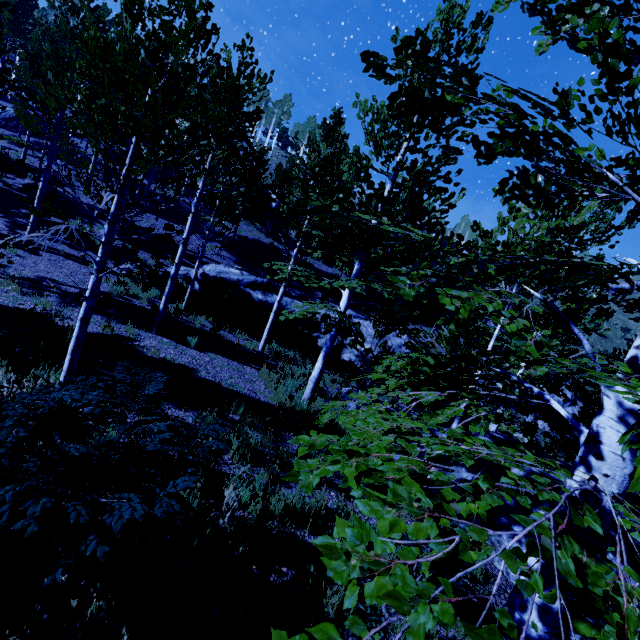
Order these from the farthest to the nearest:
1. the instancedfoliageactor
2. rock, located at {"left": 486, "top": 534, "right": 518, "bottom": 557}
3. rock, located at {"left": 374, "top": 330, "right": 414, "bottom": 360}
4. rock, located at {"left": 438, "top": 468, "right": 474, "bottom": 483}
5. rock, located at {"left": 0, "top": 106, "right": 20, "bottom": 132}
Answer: rock, located at {"left": 0, "top": 106, "right": 20, "bottom": 132}
rock, located at {"left": 374, "top": 330, "right": 414, "bottom": 360}
rock, located at {"left": 438, "top": 468, "right": 474, "bottom": 483}
rock, located at {"left": 486, "top": 534, "right": 518, "bottom": 557}
the instancedfoliageactor

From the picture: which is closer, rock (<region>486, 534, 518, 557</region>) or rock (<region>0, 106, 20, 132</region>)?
rock (<region>486, 534, 518, 557</region>)

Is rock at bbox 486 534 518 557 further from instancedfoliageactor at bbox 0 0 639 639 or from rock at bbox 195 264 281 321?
rock at bbox 195 264 281 321

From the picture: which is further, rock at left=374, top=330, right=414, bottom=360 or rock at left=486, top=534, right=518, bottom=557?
rock at left=374, top=330, right=414, bottom=360

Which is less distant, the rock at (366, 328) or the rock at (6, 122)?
the rock at (366, 328)

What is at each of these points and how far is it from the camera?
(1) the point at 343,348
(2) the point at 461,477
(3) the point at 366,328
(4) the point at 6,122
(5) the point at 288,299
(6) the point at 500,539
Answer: (1) rock, 18.1m
(2) rock, 8.7m
(3) rock, 18.9m
(4) rock, 24.6m
(5) rock, 18.9m
(6) rock, 6.9m

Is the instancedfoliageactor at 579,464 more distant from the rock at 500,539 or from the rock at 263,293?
the rock at 263,293
